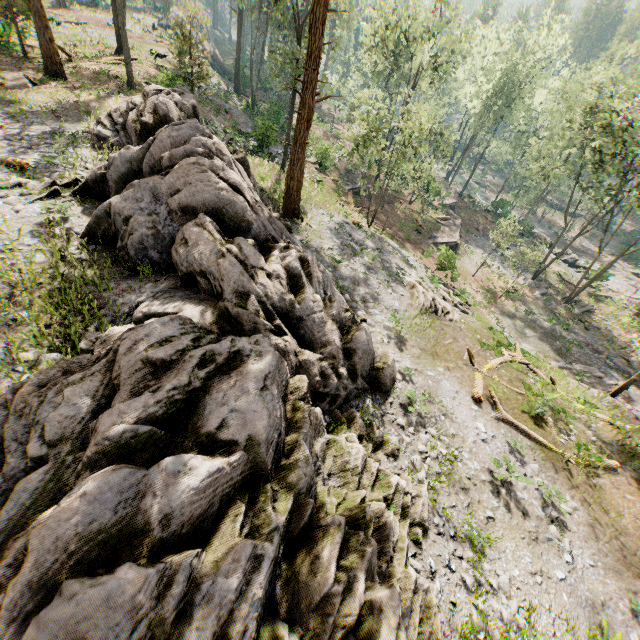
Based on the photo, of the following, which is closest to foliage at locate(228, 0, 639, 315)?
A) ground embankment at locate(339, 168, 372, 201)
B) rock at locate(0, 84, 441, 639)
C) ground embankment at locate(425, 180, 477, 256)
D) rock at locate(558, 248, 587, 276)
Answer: rock at locate(558, 248, 587, 276)

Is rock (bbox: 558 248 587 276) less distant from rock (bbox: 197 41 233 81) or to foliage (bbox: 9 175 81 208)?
foliage (bbox: 9 175 81 208)

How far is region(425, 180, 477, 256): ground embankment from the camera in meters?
35.1

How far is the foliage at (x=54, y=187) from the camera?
11.4m

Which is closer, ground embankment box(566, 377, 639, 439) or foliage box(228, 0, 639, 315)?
ground embankment box(566, 377, 639, 439)

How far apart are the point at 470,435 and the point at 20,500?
13.47m

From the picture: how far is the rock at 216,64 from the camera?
50.8 meters

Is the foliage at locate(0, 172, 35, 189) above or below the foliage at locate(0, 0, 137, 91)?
below
